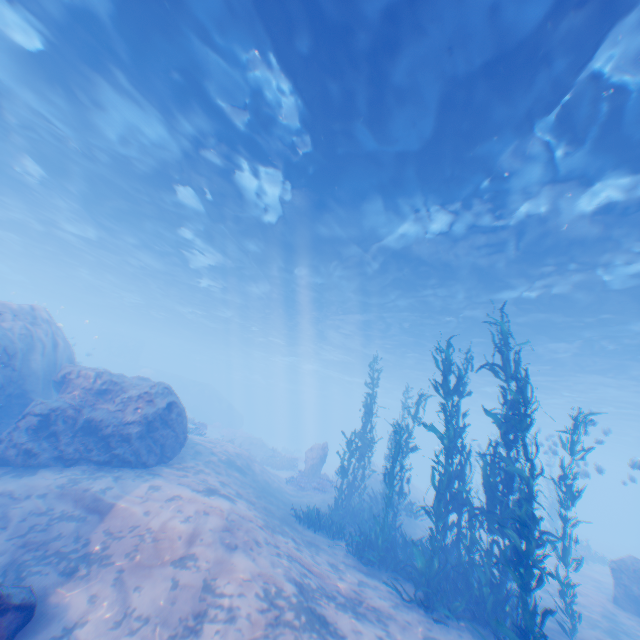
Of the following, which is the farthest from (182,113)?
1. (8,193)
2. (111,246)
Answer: (8,193)

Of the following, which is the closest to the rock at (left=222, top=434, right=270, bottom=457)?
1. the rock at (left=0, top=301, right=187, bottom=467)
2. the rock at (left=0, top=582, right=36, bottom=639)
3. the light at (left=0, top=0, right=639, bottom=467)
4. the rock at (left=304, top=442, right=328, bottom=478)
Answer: the rock at (left=304, top=442, right=328, bottom=478)

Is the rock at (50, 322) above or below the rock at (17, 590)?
above

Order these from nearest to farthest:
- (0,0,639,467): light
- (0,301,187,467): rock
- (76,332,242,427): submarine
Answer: (0,0,639,467): light < (0,301,187,467): rock < (76,332,242,427): submarine

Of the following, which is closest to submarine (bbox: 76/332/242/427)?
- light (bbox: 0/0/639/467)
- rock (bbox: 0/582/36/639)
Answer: light (bbox: 0/0/639/467)

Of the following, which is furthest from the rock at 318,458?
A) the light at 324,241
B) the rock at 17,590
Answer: the rock at 17,590

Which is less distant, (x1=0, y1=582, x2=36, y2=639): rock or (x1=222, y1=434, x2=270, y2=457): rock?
(x1=0, y1=582, x2=36, y2=639): rock

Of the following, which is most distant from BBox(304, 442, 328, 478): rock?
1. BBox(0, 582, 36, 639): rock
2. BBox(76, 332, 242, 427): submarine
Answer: BBox(0, 582, 36, 639): rock
